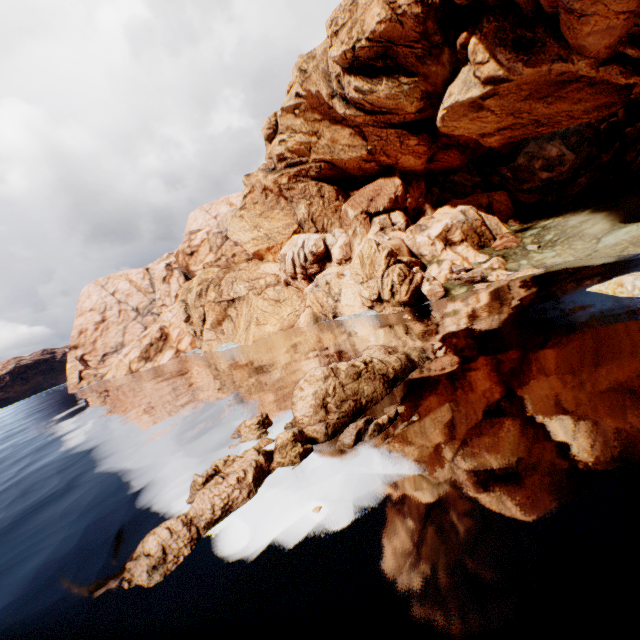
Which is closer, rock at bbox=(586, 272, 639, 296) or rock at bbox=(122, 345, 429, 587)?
rock at bbox=(122, 345, 429, 587)

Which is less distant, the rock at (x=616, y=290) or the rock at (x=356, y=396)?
the rock at (x=356, y=396)

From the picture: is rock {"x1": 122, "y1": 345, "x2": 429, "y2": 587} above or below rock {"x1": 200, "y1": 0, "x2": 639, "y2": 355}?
below

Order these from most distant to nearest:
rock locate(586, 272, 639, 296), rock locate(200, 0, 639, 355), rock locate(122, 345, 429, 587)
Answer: rock locate(200, 0, 639, 355) → rock locate(586, 272, 639, 296) → rock locate(122, 345, 429, 587)

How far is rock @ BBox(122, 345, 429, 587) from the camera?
10.7m

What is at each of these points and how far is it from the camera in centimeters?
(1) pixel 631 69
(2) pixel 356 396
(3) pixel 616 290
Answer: (1) rock, 2183cm
(2) rock, 1562cm
(3) rock, 1814cm

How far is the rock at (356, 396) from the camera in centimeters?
1071cm
